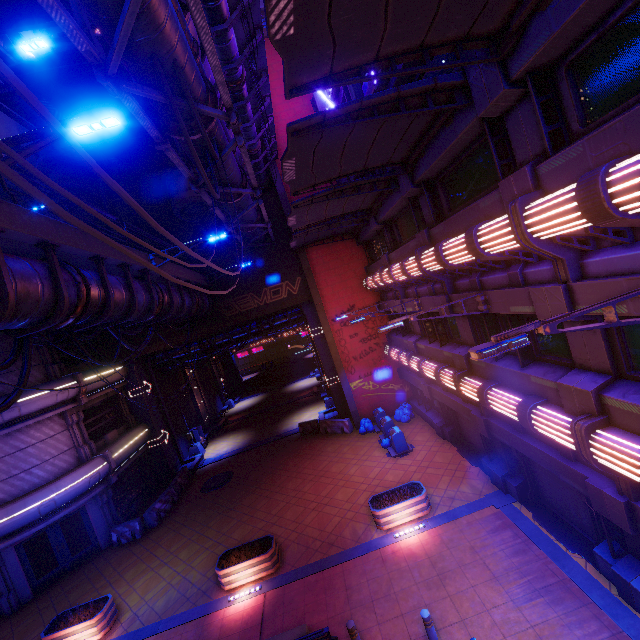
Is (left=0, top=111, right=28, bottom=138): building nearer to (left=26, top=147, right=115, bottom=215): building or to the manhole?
(left=26, top=147, right=115, bottom=215): building

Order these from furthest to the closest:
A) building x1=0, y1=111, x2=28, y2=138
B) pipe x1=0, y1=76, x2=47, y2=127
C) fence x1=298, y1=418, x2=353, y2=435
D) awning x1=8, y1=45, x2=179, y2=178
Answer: building x1=0, y1=111, x2=28, y2=138 → fence x1=298, y1=418, x2=353, y2=435 → pipe x1=0, y1=76, x2=47, y2=127 → awning x1=8, y1=45, x2=179, y2=178

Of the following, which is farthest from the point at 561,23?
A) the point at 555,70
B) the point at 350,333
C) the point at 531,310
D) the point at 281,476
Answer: the point at 281,476

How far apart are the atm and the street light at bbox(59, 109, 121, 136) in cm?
2482

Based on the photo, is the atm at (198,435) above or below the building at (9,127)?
below

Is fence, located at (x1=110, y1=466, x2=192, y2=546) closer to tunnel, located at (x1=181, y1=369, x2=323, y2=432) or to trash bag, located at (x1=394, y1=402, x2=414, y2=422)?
tunnel, located at (x1=181, y1=369, x2=323, y2=432)

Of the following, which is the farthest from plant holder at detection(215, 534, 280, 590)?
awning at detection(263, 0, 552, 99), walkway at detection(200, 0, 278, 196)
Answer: walkway at detection(200, 0, 278, 196)

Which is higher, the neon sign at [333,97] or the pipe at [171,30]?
the neon sign at [333,97]
